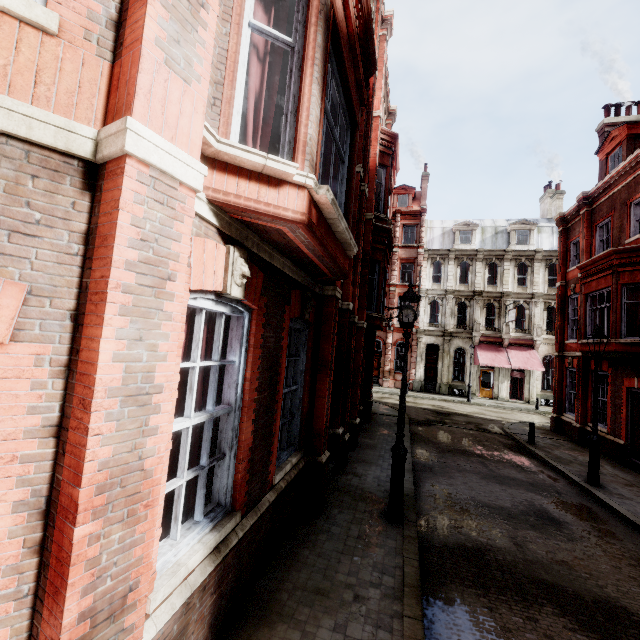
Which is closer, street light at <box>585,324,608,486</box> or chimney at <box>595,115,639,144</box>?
street light at <box>585,324,608,486</box>

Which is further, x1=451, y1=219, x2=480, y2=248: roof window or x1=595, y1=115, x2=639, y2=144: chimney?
x1=451, y1=219, x2=480, y2=248: roof window

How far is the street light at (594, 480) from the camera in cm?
972

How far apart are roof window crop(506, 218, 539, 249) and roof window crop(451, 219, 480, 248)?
2.59m

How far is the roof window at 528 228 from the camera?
30.58m

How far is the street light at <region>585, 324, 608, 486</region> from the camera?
9.72m

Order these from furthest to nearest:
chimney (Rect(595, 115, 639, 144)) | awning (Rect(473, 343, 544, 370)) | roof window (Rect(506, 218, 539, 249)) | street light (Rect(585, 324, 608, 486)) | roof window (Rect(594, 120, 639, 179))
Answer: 1. roof window (Rect(506, 218, 539, 249))
2. awning (Rect(473, 343, 544, 370))
3. chimney (Rect(595, 115, 639, 144))
4. roof window (Rect(594, 120, 639, 179))
5. street light (Rect(585, 324, 608, 486))

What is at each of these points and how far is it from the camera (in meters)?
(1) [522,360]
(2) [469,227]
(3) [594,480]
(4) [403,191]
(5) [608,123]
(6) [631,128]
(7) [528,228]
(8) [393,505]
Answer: (1) awning, 27.56
(2) roof window, 32.06
(3) street light, 9.67
(4) roof window, 34.91
(5) chimney, 18.33
(6) roof window, 14.74
(7) roof window, 30.69
(8) street light, 6.41
